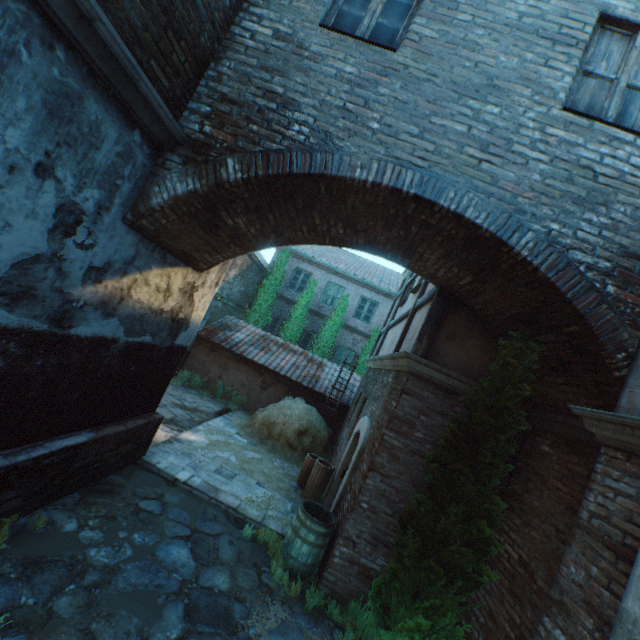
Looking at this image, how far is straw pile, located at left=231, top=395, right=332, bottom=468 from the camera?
9.9 meters

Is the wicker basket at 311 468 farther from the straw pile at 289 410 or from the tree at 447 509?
the tree at 447 509

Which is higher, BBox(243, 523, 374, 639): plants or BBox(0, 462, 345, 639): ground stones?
BBox(243, 523, 374, 639): plants

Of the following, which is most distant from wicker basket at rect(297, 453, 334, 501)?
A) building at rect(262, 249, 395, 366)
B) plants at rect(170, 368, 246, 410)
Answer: building at rect(262, 249, 395, 366)

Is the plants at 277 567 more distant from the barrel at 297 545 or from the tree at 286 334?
the tree at 286 334

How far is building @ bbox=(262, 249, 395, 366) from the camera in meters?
17.3 m

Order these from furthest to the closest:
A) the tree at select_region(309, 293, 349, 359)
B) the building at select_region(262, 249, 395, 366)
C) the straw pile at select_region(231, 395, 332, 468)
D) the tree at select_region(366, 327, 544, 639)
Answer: the building at select_region(262, 249, 395, 366) < the tree at select_region(309, 293, 349, 359) < the straw pile at select_region(231, 395, 332, 468) < the tree at select_region(366, 327, 544, 639)

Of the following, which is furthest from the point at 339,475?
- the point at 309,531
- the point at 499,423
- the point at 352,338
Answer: the point at 352,338
